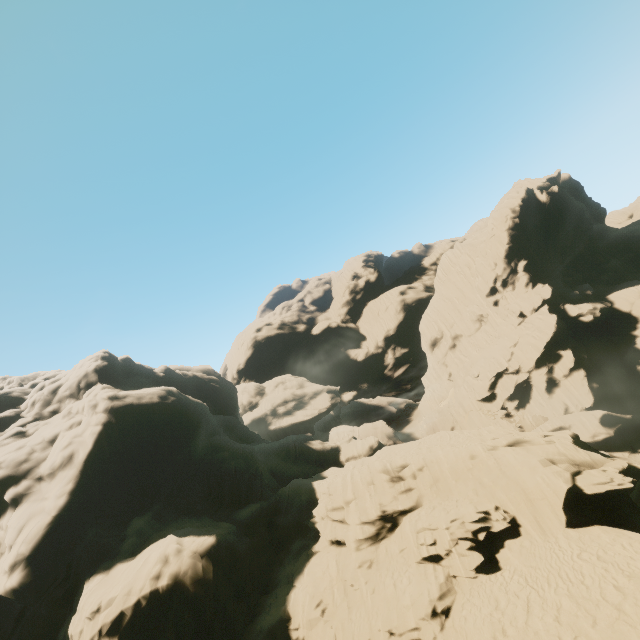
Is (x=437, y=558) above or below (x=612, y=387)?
above

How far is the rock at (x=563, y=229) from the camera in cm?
5828

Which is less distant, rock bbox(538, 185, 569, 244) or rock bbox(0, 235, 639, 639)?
rock bbox(0, 235, 639, 639)

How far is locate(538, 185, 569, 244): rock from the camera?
58.28m

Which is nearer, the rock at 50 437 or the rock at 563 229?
the rock at 50 437
